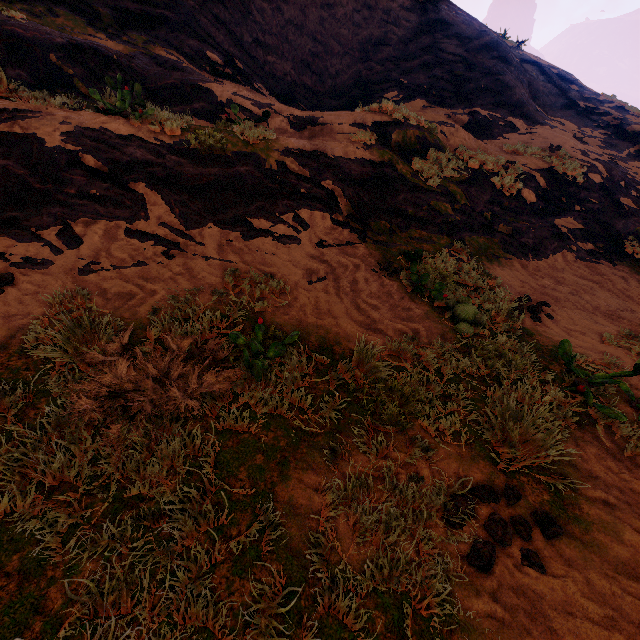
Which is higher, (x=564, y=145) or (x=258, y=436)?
(x=564, y=145)
